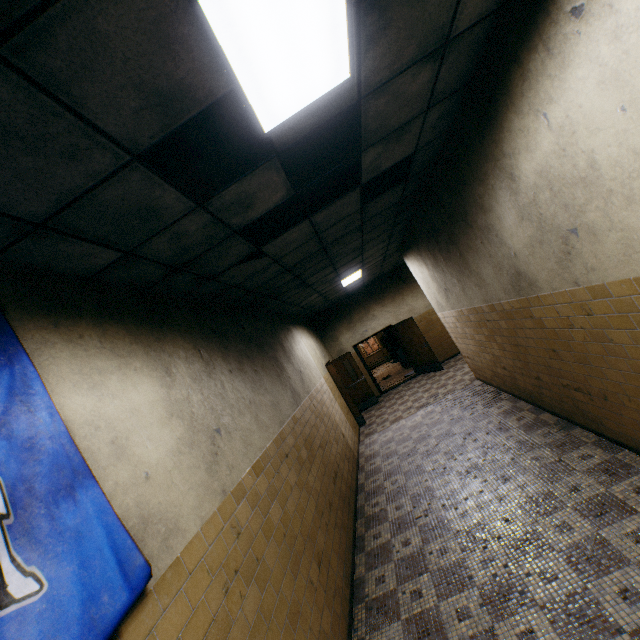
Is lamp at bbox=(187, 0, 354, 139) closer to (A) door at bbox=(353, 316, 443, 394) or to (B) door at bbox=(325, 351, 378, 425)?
(B) door at bbox=(325, 351, 378, 425)

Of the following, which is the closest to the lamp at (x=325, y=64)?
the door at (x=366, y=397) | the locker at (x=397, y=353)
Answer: the door at (x=366, y=397)

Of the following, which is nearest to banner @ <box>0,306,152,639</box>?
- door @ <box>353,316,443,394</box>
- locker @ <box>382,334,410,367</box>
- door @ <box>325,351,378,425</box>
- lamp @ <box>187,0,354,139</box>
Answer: lamp @ <box>187,0,354,139</box>

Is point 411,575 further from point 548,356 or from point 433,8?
point 433,8

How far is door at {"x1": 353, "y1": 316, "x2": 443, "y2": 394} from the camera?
11.1m

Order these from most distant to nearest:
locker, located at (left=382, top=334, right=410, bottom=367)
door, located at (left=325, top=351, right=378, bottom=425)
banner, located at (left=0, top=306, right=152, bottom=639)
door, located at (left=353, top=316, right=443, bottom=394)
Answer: locker, located at (left=382, top=334, right=410, bottom=367) < door, located at (left=353, top=316, right=443, bottom=394) < door, located at (left=325, top=351, right=378, bottom=425) < banner, located at (left=0, top=306, right=152, bottom=639)

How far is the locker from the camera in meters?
14.6

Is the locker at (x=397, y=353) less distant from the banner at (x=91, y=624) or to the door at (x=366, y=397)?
the door at (x=366, y=397)
